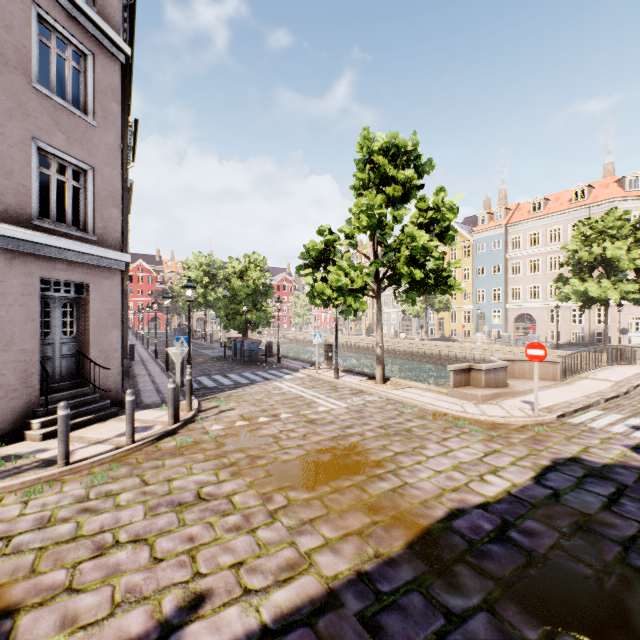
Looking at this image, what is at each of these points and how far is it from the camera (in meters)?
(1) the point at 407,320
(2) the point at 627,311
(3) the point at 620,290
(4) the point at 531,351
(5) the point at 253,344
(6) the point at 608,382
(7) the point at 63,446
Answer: (1) building, 52.38
(2) building, 29.92
(3) tree, 21.22
(4) sign, 8.55
(5) trash bin, 19.62
(6) bridge, 12.47
(7) bollard, 5.48

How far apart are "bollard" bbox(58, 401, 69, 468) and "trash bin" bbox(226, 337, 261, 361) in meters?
15.0 m

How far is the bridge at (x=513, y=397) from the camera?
10.1 meters

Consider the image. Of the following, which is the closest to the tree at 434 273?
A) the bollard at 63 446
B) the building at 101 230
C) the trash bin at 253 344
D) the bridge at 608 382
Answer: the bridge at 608 382

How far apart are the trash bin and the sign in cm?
1588

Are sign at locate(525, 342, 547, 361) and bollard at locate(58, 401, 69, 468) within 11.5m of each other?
yes

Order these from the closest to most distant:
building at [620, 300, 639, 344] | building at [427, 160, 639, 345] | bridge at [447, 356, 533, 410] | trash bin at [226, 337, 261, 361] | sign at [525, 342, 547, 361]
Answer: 1. sign at [525, 342, 547, 361]
2. bridge at [447, 356, 533, 410]
3. trash bin at [226, 337, 261, 361]
4. building at [620, 300, 639, 344]
5. building at [427, 160, 639, 345]

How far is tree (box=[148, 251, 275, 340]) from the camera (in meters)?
24.70
